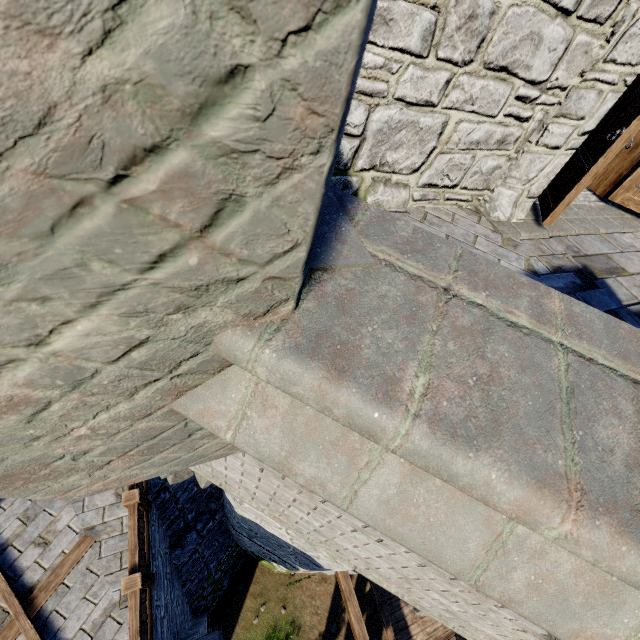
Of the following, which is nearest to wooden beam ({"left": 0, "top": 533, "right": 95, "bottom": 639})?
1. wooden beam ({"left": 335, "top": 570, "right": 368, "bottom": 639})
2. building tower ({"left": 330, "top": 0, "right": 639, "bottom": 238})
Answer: building tower ({"left": 330, "top": 0, "right": 639, "bottom": 238})

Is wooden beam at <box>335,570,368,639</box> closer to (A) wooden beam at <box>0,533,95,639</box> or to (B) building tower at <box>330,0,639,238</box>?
(B) building tower at <box>330,0,639,238</box>

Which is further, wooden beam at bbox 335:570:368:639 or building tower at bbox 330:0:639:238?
wooden beam at bbox 335:570:368:639

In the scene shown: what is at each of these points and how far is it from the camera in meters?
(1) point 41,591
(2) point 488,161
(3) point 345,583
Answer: (1) wooden beam, 5.3
(2) building tower, 3.5
(3) wooden beam, 8.0

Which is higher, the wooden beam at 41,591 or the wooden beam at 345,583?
the wooden beam at 41,591

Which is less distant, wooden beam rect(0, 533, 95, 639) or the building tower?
the building tower

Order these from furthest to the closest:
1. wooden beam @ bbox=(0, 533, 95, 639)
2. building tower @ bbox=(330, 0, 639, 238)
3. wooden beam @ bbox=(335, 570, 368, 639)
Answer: wooden beam @ bbox=(335, 570, 368, 639)
wooden beam @ bbox=(0, 533, 95, 639)
building tower @ bbox=(330, 0, 639, 238)

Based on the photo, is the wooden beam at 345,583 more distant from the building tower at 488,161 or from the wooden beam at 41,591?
the wooden beam at 41,591
